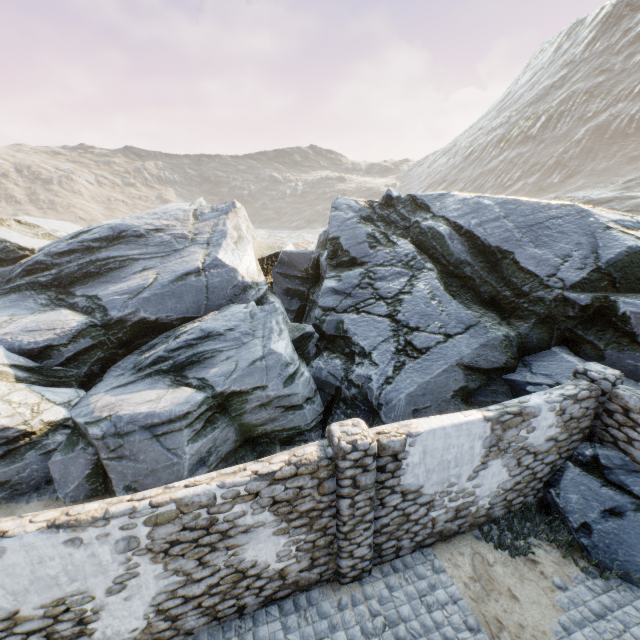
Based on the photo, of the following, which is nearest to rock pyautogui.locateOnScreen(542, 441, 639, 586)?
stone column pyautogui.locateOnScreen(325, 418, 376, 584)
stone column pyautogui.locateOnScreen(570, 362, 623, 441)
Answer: stone column pyautogui.locateOnScreen(570, 362, 623, 441)

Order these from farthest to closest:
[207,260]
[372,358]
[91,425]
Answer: [207,260]
[372,358]
[91,425]

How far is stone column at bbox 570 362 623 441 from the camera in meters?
6.9

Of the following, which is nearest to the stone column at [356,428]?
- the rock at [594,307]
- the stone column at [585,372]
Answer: the rock at [594,307]

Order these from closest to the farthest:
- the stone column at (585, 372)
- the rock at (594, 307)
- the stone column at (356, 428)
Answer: the stone column at (356, 428) → the stone column at (585, 372) → the rock at (594, 307)

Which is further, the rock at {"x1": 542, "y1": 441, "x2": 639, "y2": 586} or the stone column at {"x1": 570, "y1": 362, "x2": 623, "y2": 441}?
the stone column at {"x1": 570, "y1": 362, "x2": 623, "y2": 441}

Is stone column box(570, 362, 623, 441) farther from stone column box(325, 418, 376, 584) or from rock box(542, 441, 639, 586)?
stone column box(325, 418, 376, 584)
